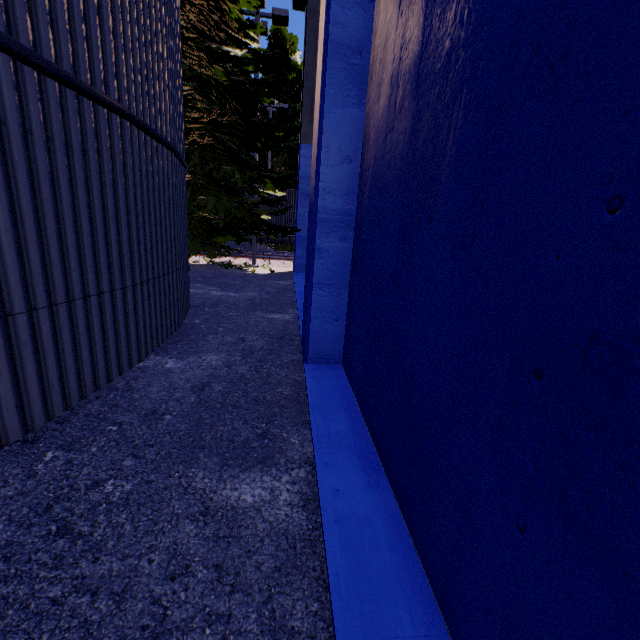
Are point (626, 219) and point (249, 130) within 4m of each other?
no

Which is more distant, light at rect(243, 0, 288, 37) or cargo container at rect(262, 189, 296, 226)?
cargo container at rect(262, 189, 296, 226)

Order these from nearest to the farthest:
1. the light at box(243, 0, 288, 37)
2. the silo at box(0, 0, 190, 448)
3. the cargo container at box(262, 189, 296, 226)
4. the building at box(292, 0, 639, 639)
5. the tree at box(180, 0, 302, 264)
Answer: the building at box(292, 0, 639, 639)
the silo at box(0, 0, 190, 448)
the tree at box(180, 0, 302, 264)
the light at box(243, 0, 288, 37)
the cargo container at box(262, 189, 296, 226)

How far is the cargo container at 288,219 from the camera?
19.8 meters

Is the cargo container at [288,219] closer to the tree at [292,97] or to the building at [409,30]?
the building at [409,30]

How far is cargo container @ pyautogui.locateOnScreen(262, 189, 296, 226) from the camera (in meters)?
19.78

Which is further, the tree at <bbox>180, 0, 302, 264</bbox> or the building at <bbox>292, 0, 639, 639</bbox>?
the tree at <bbox>180, 0, 302, 264</bbox>

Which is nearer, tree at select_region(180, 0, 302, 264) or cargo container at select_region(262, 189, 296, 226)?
tree at select_region(180, 0, 302, 264)
